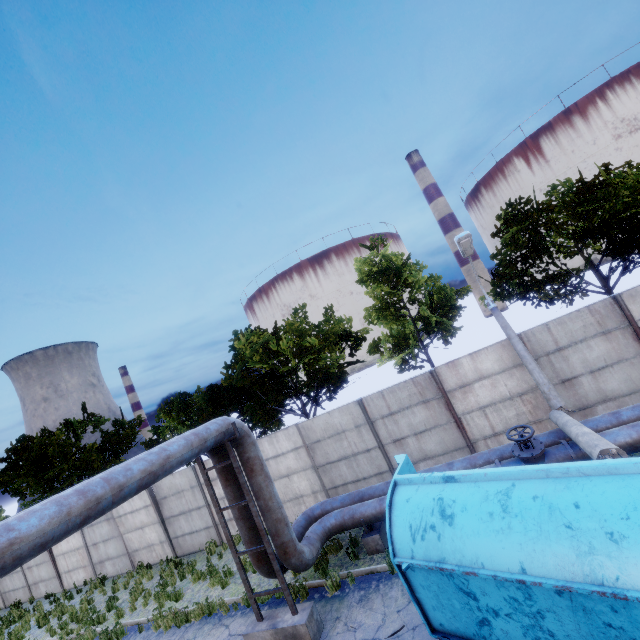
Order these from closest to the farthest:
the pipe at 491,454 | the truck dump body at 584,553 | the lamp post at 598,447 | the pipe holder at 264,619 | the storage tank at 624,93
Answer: the truck dump body at 584,553
the lamp post at 598,447
the pipe holder at 264,619
the pipe at 491,454
the storage tank at 624,93

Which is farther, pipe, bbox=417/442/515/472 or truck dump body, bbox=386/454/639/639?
pipe, bbox=417/442/515/472

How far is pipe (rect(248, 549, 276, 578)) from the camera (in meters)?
8.18

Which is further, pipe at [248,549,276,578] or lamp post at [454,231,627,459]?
pipe at [248,549,276,578]

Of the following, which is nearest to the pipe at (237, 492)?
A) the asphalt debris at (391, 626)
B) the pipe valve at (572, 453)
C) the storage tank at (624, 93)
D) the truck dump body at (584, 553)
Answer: the pipe valve at (572, 453)

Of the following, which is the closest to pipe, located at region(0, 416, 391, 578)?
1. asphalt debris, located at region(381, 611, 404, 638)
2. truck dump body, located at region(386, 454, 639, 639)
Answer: truck dump body, located at region(386, 454, 639, 639)

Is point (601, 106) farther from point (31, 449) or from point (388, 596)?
point (31, 449)

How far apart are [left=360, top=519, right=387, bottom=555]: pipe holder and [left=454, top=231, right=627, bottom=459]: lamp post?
5.5 meters
